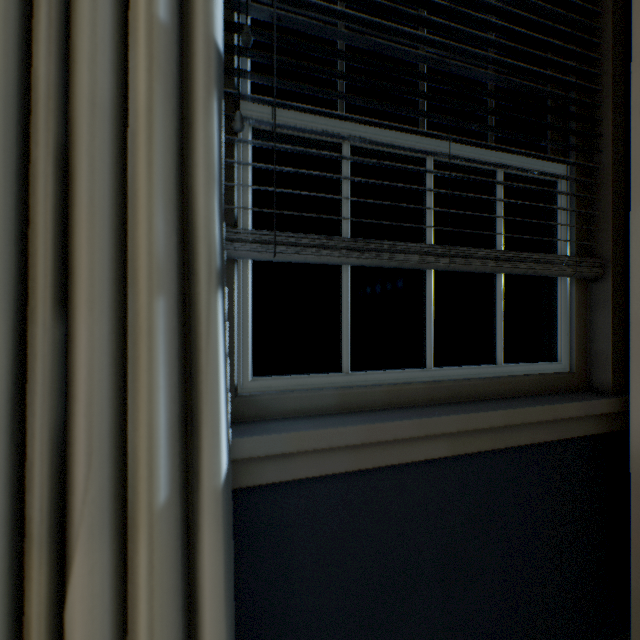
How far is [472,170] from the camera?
1.0m

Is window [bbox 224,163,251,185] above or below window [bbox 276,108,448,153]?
below

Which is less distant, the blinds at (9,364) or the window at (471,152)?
the blinds at (9,364)

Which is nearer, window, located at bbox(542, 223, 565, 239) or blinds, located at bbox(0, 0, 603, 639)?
blinds, located at bbox(0, 0, 603, 639)

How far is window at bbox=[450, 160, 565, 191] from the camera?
1.0m
